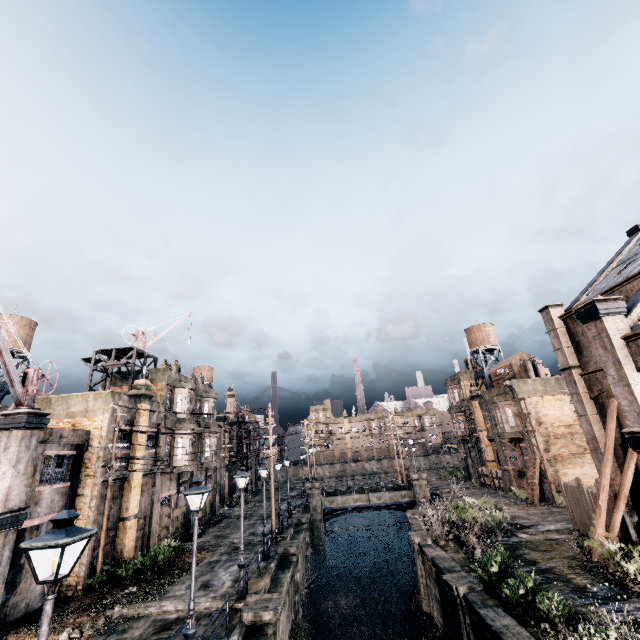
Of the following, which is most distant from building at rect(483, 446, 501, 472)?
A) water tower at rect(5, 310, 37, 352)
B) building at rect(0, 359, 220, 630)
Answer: water tower at rect(5, 310, 37, 352)

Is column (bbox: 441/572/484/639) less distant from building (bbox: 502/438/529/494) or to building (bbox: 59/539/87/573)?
building (bbox: 502/438/529/494)

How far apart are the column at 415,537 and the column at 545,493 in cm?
1625

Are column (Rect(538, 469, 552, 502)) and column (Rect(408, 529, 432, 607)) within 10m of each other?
no

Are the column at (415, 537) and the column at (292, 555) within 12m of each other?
yes

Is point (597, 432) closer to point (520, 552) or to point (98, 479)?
point (520, 552)

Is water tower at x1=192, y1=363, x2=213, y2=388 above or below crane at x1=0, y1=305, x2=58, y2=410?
above

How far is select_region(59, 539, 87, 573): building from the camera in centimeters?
1745cm
